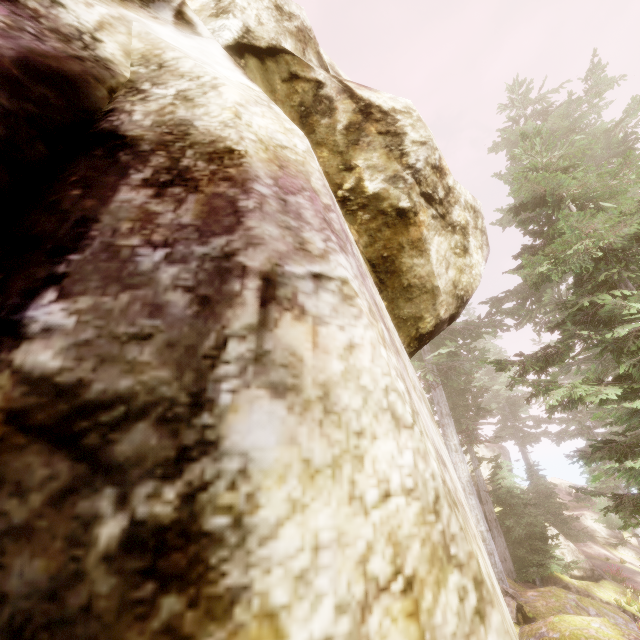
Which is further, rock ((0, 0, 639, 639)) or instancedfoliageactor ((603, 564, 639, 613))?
instancedfoliageactor ((603, 564, 639, 613))

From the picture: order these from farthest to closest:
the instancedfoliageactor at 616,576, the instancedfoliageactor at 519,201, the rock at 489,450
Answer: the rock at 489,450, the instancedfoliageactor at 616,576, the instancedfoliageactor at 519,201

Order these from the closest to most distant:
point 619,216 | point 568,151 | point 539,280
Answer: point 619,216
point 539,280
point 568,151

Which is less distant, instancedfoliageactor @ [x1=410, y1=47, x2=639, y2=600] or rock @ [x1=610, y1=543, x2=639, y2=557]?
instancedfoliageactor @ [x1=410, y1=47, x2=639, y2=600]

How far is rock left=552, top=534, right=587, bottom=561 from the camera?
19.3m

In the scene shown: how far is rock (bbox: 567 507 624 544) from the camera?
27.2 meters

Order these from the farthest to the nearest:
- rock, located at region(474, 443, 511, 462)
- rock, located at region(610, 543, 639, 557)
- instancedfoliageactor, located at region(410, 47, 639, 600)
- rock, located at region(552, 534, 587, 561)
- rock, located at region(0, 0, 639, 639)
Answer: rock, located at region(474, 443, 511, 462) < rock, located at region(610, 543, 639, 557) < rock, located at region(552, 534, 587, 561) < instancedfoliageactor, located at region(410, 47, 639, 600) < rock, located at region(0, 0, 639, 639)

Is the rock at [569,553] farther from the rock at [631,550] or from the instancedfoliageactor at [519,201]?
the rock at [631,550]
